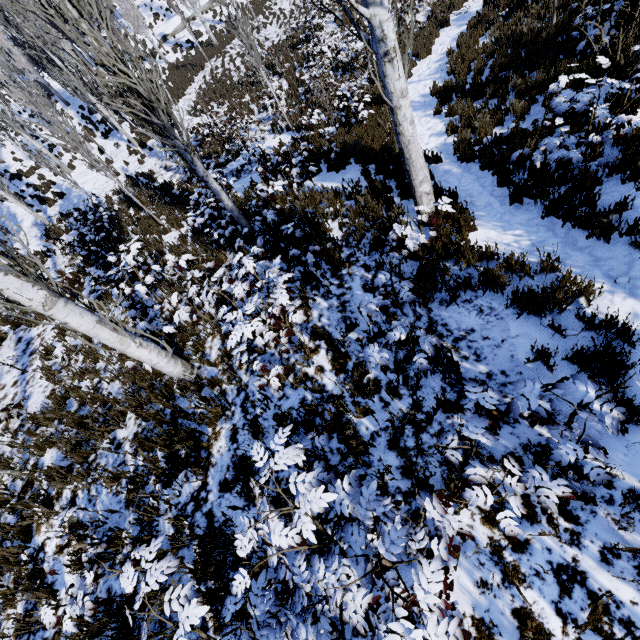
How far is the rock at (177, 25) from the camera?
27.5m

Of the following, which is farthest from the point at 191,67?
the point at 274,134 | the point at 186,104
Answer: the point at 274,134

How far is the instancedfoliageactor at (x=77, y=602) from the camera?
3.3 meters

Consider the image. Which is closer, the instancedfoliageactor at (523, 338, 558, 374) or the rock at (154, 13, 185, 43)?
the instancedfoliageactor at (523, 338, 558, 374)

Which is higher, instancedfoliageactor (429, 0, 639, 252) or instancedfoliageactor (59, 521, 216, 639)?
instancedfoliageactor (59, 521, 216, 639)

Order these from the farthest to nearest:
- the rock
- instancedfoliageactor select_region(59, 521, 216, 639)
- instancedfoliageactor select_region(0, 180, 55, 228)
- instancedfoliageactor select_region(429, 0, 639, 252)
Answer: the rock
instancedfoliageactor select_region(0, 180, 55, 228)
instancedfoliageactor select_region(429, 0, 639, 252)
instancedfoliageactor select_region(59, 521, 216, 639)

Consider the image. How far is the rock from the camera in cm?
2750
